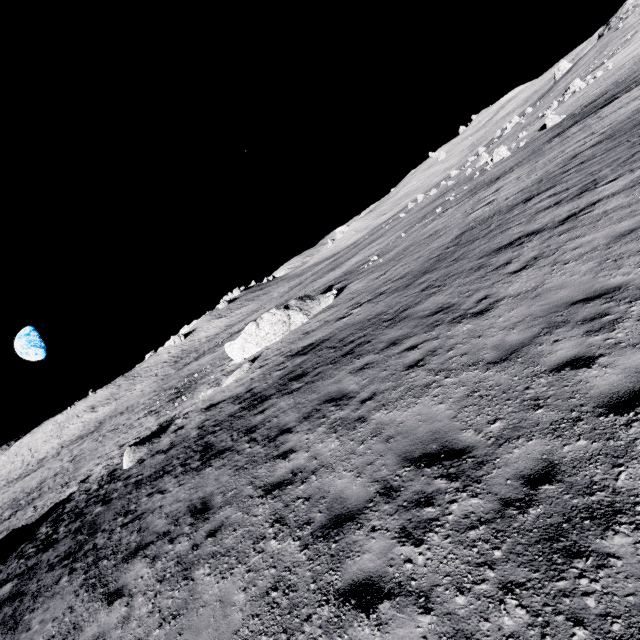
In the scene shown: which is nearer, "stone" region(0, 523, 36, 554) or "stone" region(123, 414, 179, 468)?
"stone" region(0, 523, 36, 554)

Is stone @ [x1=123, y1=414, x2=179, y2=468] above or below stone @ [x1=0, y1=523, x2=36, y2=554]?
below

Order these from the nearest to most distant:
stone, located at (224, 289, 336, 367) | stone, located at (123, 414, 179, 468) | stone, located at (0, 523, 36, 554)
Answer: stone, located at (0, 523, 36, 554) → stone, located at (123, 414, 179, 468) → stone, located at (224, 289, 336, 367)

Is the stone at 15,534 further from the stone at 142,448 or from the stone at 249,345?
the stone at 249,345

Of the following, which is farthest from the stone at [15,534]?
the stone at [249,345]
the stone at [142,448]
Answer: the stone at [249,345]

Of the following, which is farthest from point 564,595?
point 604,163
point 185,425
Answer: point 185,425

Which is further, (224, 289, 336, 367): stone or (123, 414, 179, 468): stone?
(224, 289, 336, 367): stone

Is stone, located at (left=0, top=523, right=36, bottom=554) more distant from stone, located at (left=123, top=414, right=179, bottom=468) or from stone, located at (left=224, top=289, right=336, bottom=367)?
stone, located at (left=224, top=289, right=336, bottom=367)
